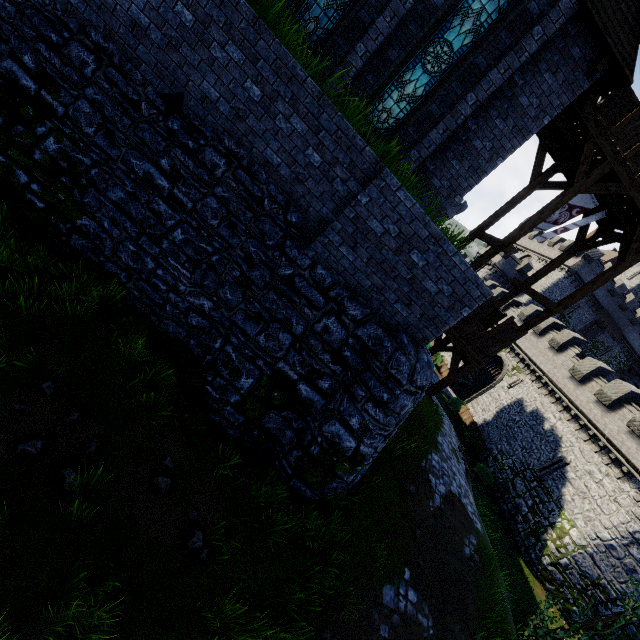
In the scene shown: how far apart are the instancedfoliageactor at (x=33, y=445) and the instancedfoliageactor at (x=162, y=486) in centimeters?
174cm

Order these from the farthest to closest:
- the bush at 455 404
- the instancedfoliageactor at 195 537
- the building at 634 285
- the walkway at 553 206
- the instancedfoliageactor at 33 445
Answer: the building at 634 285 < the bush at 455 404 < the walkway at 553 206 < the instancedfoliageactor at 195 537 < the instancedfoliageactor at 33 445

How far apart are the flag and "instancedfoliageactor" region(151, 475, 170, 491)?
16.7m

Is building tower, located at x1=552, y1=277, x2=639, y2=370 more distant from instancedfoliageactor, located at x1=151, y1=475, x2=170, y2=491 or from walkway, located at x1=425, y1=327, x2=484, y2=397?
instancedfoliageactor, located at x1=151, y1=475, x2=170, y2=491

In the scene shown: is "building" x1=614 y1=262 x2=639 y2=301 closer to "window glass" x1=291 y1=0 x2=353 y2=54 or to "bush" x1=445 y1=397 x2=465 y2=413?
"bush" x1=445 y1=397 x2=465 y2=413

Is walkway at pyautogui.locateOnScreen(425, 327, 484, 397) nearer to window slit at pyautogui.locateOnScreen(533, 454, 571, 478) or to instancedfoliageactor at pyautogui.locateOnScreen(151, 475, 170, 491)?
instancedfoliageactor at pyautogui.locateOnScreen(151, 475, 170, 491)

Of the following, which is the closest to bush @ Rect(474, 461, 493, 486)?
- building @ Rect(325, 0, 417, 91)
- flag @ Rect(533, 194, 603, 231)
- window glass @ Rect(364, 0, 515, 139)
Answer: flag @ Rect(533, 194, 603, 231)

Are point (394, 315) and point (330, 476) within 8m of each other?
yes
